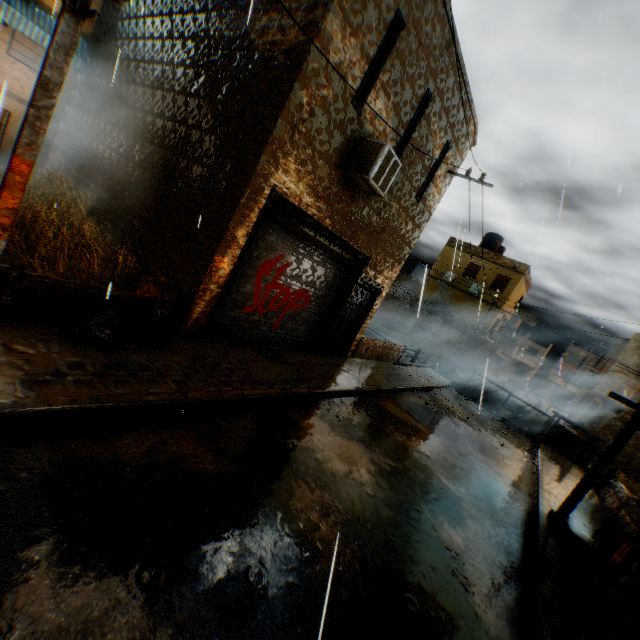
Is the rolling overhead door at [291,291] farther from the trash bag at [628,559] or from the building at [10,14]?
the trash bag at [628,559]

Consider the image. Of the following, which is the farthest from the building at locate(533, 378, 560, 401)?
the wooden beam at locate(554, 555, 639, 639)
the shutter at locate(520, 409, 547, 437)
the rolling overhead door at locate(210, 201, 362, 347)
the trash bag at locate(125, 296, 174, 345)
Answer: the wooden beam at locate(554, 555, 639, 639)

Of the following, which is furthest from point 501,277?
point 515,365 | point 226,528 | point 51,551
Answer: point 515,365

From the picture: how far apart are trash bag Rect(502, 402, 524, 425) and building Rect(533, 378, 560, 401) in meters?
48.3

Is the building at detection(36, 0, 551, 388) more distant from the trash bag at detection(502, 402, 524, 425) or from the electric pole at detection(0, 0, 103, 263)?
the trash bag at detection(502, 402, 524, 425)

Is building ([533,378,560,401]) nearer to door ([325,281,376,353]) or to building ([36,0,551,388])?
building ([36,0,551,388])

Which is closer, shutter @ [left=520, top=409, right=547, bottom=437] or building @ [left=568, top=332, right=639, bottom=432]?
shutter @ [left=520, top=409, right=547, bottom=437]

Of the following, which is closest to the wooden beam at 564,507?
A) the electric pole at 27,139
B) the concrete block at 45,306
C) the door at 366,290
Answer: the door at 366,290
